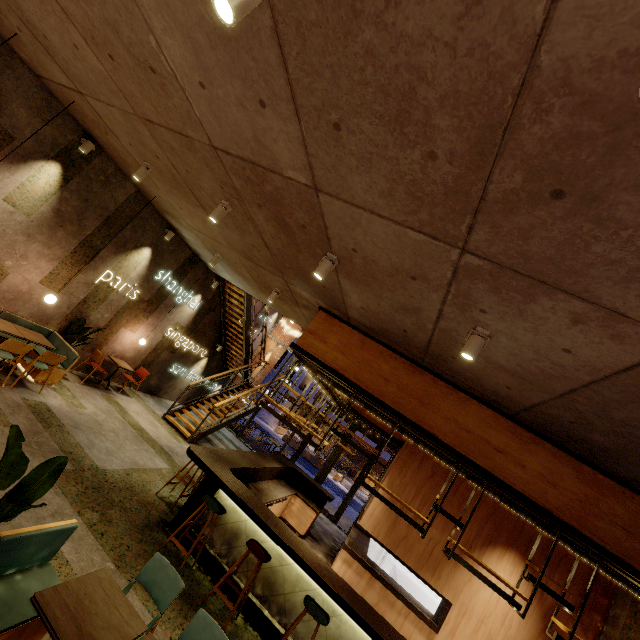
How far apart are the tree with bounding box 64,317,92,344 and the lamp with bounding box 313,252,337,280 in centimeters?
667cm

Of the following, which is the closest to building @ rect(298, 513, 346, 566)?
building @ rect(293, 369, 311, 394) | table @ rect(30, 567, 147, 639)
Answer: table @ rect(30, 567, 147, 639)

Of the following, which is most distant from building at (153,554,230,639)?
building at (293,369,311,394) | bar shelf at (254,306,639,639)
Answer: building at (293,369,311,394)

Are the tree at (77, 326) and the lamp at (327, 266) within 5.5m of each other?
no

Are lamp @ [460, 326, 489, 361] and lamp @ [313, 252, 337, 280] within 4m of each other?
yes

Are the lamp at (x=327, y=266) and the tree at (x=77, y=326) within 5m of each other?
no

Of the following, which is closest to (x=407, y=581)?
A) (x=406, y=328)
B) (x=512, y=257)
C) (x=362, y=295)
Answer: (x=406, y=328)

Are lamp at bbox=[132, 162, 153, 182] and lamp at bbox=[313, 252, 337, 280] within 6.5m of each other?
yes
